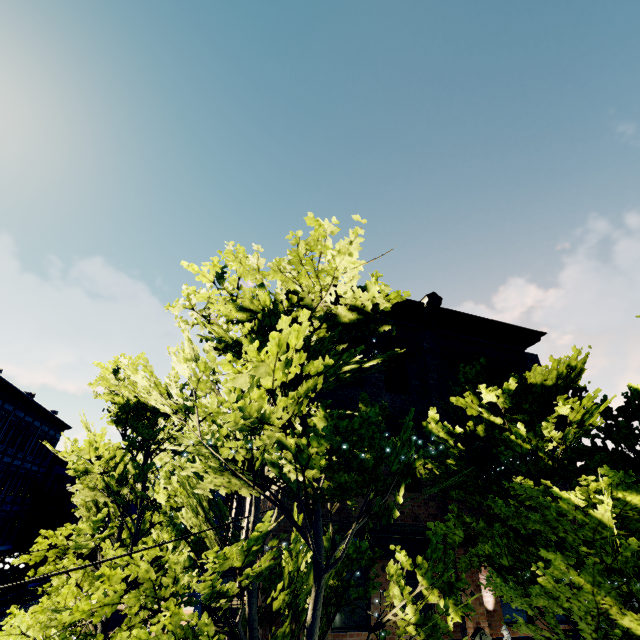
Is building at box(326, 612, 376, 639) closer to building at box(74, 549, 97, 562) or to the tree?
the tree

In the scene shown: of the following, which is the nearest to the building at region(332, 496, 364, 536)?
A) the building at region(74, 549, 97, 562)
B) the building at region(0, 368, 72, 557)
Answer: the building at region(0, 368, 72, 557)

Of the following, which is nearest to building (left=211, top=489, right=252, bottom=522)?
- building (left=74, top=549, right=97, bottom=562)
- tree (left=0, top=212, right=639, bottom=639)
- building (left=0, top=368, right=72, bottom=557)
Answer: tree (left=0, top=212, right=639, bottom=639)

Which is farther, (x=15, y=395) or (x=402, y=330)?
(x=15, y=395)

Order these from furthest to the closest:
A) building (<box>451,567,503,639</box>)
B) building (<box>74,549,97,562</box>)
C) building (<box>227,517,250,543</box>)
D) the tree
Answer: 1. building (<box>74,549,97,562</box>)
2. building (<box>227,517,250,543</box>)
3. building (<box>451,567,503,639</box>)
4. the tree

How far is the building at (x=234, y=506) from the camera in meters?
10.5

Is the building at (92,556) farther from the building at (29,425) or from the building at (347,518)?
the building at (347,518)

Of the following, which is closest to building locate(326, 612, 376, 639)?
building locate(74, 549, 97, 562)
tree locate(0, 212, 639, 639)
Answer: tree locate(0, 212, 639, 639)
